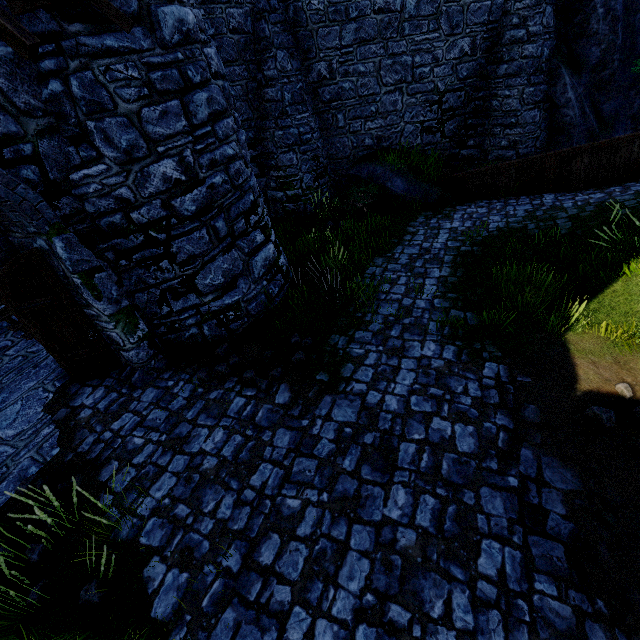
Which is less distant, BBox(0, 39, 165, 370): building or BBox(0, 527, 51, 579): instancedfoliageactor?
BBox(0, 527, 51, 579): instancedfoliageactor

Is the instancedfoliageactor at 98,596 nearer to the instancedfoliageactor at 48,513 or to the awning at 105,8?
the instancedfoliageactor at 48,513

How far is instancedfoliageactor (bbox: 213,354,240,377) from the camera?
5.8 meters

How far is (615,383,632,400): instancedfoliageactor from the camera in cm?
449

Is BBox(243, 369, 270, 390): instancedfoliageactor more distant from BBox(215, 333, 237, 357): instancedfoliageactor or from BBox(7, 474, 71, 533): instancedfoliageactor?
BBox(7, 474, 71, 533): instancedfoliageactor

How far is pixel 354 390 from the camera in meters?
5.1

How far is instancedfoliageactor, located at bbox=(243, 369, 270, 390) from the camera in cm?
546

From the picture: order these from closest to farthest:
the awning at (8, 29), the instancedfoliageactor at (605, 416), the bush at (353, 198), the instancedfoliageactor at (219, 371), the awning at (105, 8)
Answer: the awning at (8, 29) → the awning at (105, 8) → the instancedfoliageactor at (605, 416) → the instancedfoliageactor at (219, 371) → the bush at (353, 198)
